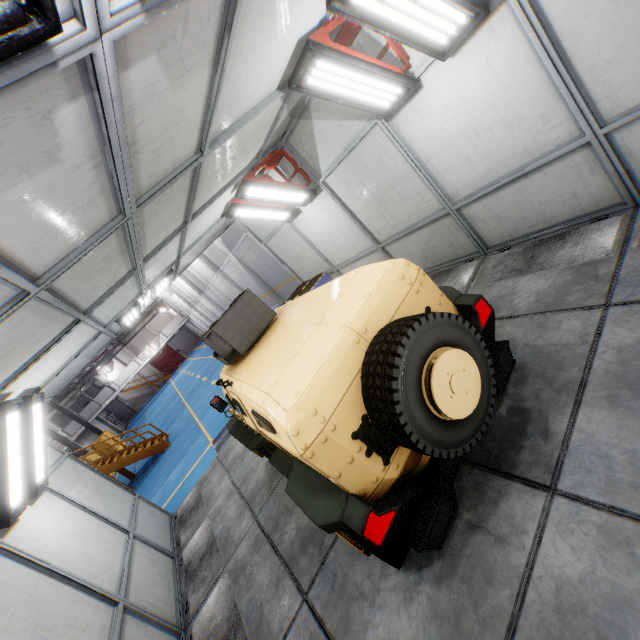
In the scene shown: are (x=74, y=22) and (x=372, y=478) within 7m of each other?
yes

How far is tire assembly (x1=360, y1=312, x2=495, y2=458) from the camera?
2.1m

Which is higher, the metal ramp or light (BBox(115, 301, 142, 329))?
light (BBox(115, 301, 142, 329))

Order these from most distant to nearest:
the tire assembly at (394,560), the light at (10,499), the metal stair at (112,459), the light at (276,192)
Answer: the metal stair at (112,459) < the light at (276,192) < the light at (10,499) < the tire assembly at (394,560)

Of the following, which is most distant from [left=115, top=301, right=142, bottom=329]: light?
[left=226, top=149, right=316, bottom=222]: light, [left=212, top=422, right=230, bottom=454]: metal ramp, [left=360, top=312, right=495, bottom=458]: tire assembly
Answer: [left=360, top=312, right=495, bottom=458]: tire assembly

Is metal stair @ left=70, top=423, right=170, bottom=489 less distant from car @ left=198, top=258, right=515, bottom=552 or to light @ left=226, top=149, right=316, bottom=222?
car @ left=198, top=258, right=515, bottom=552

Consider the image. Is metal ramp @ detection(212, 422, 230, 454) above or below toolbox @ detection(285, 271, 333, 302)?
below

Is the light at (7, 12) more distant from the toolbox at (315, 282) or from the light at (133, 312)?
the toolbox at (315, 282)
